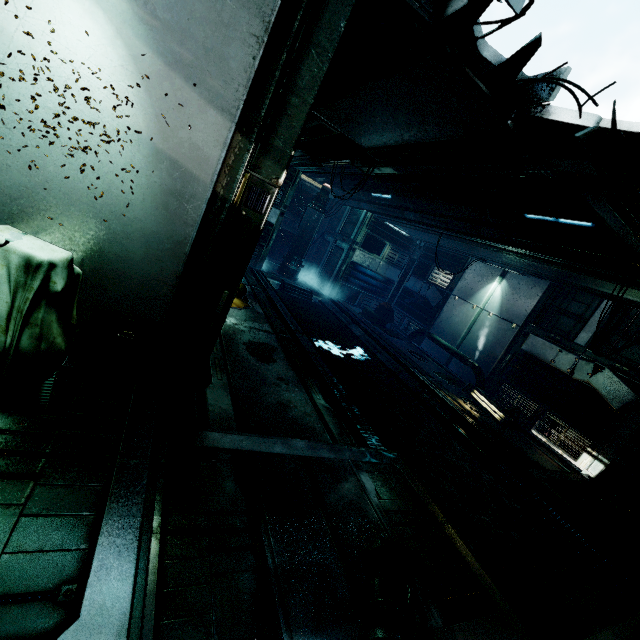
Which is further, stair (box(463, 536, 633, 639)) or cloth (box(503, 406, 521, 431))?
cloth (box(503, 406, 521, 431))

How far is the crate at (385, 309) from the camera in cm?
1475

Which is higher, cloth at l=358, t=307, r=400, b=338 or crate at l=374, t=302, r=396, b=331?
crate at l=374, t=302, r=396, b=331

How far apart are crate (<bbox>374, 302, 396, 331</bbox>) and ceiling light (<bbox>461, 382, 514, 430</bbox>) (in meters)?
4.76

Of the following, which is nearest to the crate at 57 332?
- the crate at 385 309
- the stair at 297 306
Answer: the stair at 297 306

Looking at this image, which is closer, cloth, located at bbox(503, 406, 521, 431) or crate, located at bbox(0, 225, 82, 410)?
crate, located at bbox(0, 225, 82, 410)

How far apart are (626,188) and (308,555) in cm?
487

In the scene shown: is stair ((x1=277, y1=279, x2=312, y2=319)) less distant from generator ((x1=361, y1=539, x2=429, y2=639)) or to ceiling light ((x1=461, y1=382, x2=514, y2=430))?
ceiling light ((x1=461, y1=382, x2=514, y2=430))
